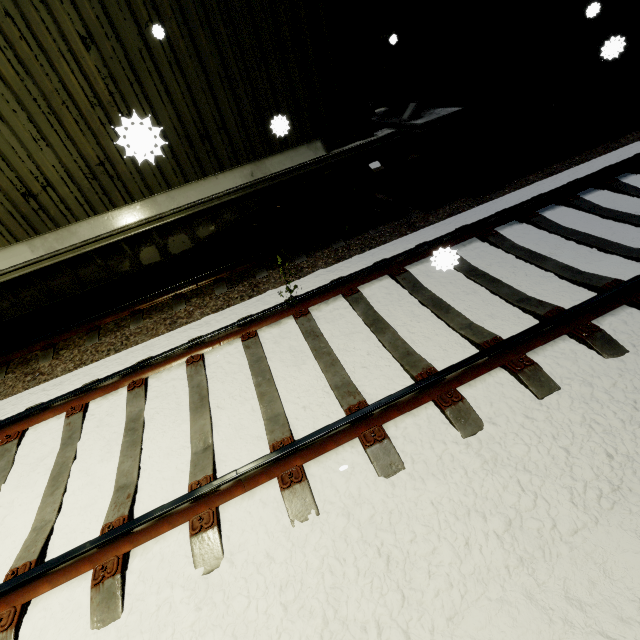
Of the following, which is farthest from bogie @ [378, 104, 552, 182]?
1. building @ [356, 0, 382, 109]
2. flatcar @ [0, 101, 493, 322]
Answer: building @ [356, 0, 382, 109]

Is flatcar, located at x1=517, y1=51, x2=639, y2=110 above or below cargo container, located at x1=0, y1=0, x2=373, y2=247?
below

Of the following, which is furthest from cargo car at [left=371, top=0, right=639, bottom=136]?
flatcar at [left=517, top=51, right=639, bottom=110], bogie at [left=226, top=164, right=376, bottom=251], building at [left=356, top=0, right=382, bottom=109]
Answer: bogie at [left=226, top=164, right=376, bottom=251]

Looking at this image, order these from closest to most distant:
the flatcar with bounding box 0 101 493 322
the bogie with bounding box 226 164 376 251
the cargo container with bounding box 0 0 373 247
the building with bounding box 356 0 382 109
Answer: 1. the cargo container with bounding box 0 0 373 247
2. the flatcar with bounding box 0 101 493 322
3. the bogie with bounding box 226 164 376 251
4. the building with bounding box 356 0 382 109

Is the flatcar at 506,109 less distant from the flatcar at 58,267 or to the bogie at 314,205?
the flatcar at 58,267

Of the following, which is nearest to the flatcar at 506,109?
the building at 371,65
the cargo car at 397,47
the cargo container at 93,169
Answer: the cargo car at 397,47

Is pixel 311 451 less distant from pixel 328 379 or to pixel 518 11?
pixel 328 379
